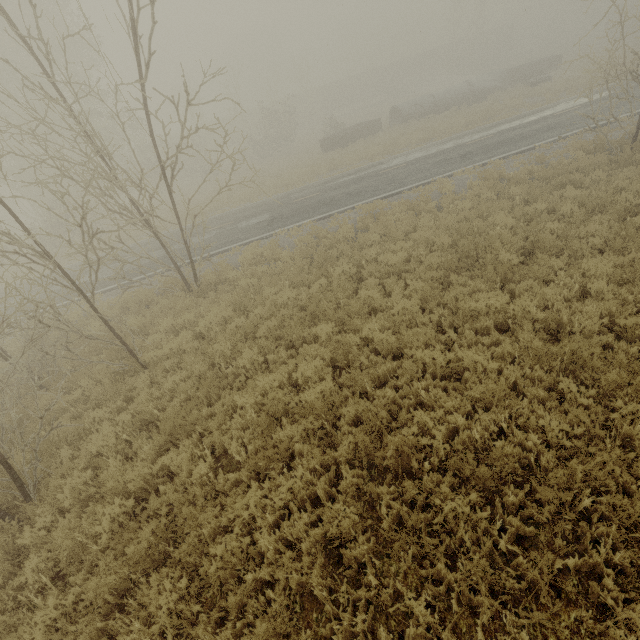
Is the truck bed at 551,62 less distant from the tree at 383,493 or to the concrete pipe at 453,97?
the concrete pipe at 453,97

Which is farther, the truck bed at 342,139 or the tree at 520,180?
the truck bed at 342,139

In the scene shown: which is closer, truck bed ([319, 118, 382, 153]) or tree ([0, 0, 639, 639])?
tree ([0, 0, 639, 639])

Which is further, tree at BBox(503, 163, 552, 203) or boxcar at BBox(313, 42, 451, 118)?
boxcar at BBox(313, 42, 451, 118)

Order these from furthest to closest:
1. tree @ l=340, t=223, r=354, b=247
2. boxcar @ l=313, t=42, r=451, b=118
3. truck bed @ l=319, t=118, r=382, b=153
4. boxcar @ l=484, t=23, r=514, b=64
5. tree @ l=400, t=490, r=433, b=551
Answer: boxcar @ l=484, t=23, r=514, b=64, boxcar @ l=313, t=42, r=451, b=118, truck bed @ l=319, t=118, r=382, b=153, tree @ l=340, t=223, r=354, b=247, tree @ l=400, t=490, r=433, b=551

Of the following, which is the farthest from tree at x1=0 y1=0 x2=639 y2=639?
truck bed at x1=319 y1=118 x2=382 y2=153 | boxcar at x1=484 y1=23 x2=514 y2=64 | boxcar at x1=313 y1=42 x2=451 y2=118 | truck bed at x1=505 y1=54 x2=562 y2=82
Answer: boxcar at x1=484 y1=23 x2=514 y2=64

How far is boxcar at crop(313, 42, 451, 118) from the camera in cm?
5169

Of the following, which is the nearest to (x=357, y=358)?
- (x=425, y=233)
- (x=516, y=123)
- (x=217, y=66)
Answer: (x=425, y=233)
